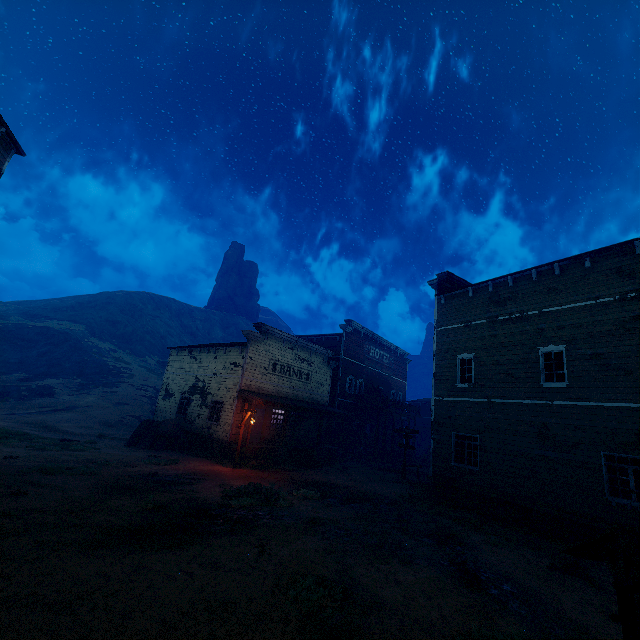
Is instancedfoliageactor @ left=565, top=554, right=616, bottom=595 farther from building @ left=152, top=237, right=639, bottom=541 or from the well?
the well

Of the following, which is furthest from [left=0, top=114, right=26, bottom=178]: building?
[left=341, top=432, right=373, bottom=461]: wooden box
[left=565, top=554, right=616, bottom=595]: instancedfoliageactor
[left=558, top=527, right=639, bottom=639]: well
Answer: [left=558, top=527, right=639, bottom=639]: well

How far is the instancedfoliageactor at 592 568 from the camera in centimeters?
823cm

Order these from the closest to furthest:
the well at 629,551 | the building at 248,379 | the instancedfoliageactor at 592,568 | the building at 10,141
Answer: the well at 629,551
the instancedfoliageactor at 592,568
the building at 10,141
the building at 248,379

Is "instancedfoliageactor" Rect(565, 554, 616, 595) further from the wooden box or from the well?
the wooden box

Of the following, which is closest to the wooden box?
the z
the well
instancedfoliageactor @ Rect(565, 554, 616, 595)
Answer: the z

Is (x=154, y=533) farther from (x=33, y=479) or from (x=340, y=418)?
(x=340, y=418)

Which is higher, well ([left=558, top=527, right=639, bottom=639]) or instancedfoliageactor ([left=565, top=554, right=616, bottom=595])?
well ([left=558, top=527, right=639, bottom=639])
